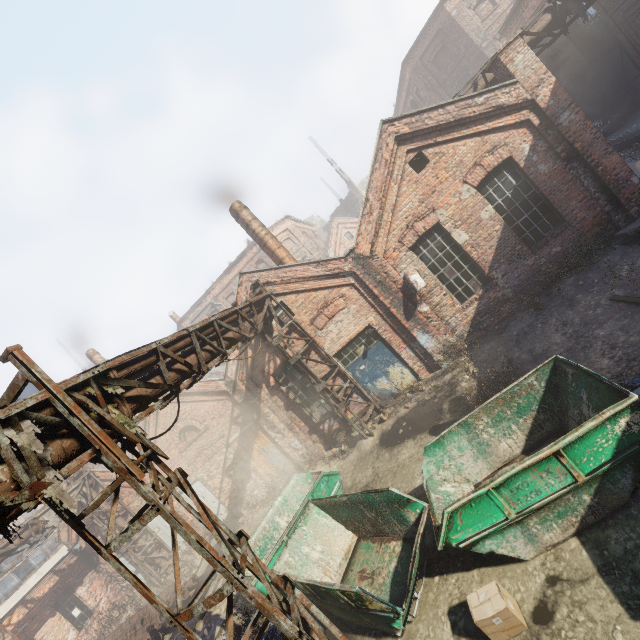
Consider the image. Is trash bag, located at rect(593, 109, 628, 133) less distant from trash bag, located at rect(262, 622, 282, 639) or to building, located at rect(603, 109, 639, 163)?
building, located at rect(603, 109, 639, 163)

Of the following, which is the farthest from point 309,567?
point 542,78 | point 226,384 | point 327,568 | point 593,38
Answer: point 593,38

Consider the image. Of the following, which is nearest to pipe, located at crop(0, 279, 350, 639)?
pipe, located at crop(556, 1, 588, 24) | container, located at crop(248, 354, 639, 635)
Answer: container, located at crop(248, 354, 639, 635)

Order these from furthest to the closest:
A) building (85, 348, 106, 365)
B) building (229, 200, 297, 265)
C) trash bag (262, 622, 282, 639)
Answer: building (85, 348, 106, 365)
building (229, 200, 297, 265)
trash bag (262, 622, 282, 639)

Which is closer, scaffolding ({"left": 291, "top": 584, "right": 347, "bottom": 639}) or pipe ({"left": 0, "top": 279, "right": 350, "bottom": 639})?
pipe ({"left": 0, "top": 279, "right": 350, "bottom": 639})

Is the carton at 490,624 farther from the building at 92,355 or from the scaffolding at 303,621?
the building at 92,355

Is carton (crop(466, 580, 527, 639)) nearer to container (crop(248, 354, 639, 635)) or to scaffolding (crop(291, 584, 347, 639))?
container (crop(248, 354, 639, 635))

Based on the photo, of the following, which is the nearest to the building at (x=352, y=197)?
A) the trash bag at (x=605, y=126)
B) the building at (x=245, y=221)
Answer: the trash bag at (x=605, y=126)
